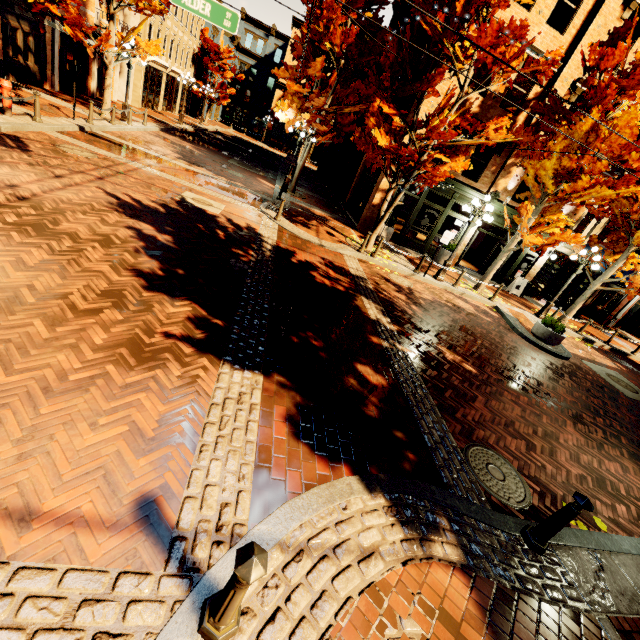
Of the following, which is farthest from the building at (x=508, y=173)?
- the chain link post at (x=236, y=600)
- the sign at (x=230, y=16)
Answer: the chain link post at (x=236, y=600)

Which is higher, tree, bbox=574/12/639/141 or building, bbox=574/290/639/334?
tree, bbox=574/12/639/141

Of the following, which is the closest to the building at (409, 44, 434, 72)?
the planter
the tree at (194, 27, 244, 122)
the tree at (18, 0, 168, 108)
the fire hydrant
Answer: the tree at (18, 0, 168, 108)

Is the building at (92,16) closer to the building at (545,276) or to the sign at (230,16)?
the sign at (230,16)

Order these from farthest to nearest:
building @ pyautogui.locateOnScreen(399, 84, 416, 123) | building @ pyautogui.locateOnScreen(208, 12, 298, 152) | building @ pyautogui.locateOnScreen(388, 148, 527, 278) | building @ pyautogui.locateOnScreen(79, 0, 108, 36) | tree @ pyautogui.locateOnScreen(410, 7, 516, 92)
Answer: building @ pyautogui.locateOnScreen(208, 12, 298, 152), building @ pyautogui.locateOnScreen(79, 0, 108, 36), building @ pyautogui.locateOnScreen(388, 148, 527, 278), building @ pyautogui.locateOnScreen(399, 84, 416, 123), tree @ pyautogui.locateOnScreen(410, 7, 516, 92)

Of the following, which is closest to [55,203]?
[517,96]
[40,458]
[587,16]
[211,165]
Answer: [40,458]

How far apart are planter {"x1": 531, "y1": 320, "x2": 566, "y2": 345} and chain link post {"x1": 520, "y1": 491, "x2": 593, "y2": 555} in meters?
9.6

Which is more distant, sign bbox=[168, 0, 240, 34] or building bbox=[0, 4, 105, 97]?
building bbox=[0, 4, 105, 97]
